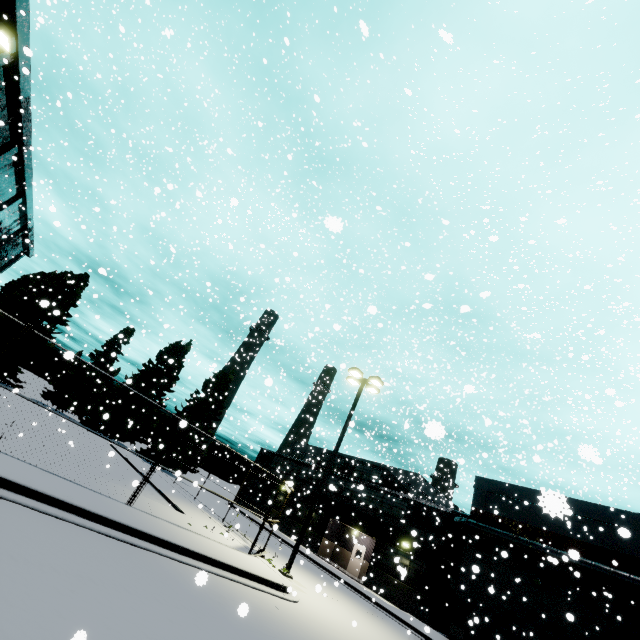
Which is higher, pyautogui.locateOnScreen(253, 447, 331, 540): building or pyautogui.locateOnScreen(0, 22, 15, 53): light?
pyautogui.locateOnScreen(0, 22, 15, 53): light

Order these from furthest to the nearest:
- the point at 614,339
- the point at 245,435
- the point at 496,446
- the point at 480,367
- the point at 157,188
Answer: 1. the point at 496,446
2. the point at 614,339
3. the point at 480,367
4. the point at 245,435
5. the point at 157,188

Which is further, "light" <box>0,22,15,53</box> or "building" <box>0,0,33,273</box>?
"building" <box>0,0,33,273</box>

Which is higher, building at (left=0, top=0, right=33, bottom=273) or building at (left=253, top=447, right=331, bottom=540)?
building at (left=0, top=0, right=33, bottom=273)

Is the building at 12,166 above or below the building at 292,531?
above

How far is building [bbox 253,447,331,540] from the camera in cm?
3528

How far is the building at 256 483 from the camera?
40.59m
